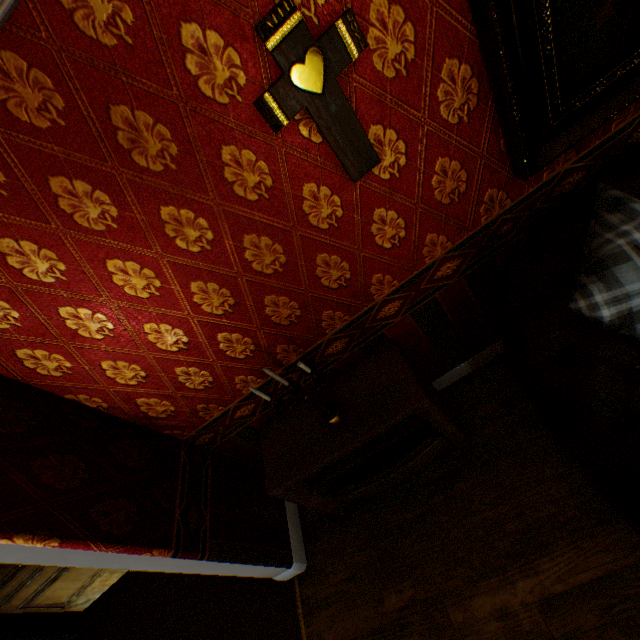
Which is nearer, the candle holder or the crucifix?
the crucifix

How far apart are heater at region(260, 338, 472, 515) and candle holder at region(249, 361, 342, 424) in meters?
0.0 m

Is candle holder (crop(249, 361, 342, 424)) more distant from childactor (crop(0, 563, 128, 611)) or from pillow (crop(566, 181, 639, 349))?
childactor (crop(0, 563, 128, 611))

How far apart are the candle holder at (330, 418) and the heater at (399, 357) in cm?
2

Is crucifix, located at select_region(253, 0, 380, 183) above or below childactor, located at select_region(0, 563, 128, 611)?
above

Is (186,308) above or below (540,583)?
above

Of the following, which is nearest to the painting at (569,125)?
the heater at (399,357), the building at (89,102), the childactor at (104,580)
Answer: the building at (89,102)

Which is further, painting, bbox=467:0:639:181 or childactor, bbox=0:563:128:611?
childactor, bbox=0:563:128:611
